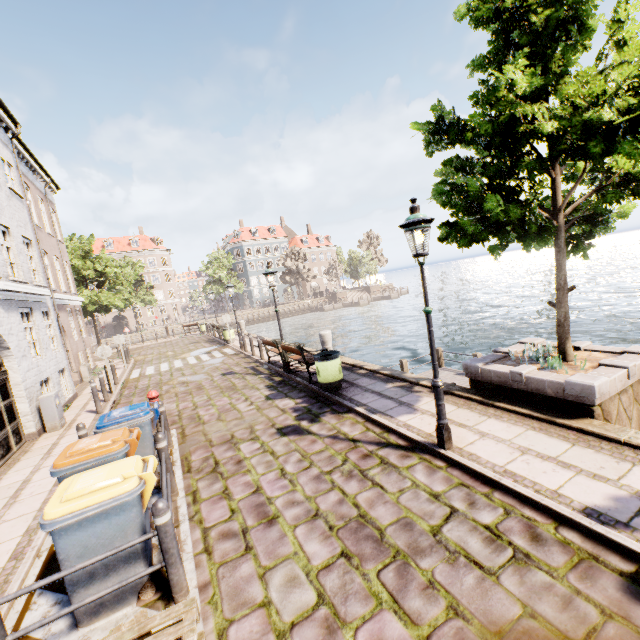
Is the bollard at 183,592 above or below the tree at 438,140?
below

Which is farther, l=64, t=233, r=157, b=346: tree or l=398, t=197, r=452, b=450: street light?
l=64, t=233, r=157, b=346: tree

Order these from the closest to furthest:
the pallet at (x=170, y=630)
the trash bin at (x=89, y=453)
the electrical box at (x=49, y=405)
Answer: the pallet at (x=170, y=630) → the trash bin at (x=89, y=453) → the electrical box at (x=49, y=405)

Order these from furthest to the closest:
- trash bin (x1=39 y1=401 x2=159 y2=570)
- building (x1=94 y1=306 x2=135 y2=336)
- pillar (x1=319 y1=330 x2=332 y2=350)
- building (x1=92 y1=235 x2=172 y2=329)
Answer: building (x1=92 y1=235 x2=172 y2=329), building (x1=94 y1=306 x2=135 y2=336), pillar (x1=319 y1=330 x2=332 y2=350), trash bin (x1=39 y1=401 x2=159 y2=570)

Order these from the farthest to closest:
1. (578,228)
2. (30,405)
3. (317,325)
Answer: (317,325) < (30,405) < (578,228)

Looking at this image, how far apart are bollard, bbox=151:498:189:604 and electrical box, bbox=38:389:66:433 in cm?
838

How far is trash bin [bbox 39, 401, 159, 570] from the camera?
3.1 meters

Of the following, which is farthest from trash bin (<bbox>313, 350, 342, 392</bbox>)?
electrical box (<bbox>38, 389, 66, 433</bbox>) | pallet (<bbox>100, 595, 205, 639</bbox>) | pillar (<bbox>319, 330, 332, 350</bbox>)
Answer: electrical box (<bbox>38, 389, 66, 433</bbox>)
